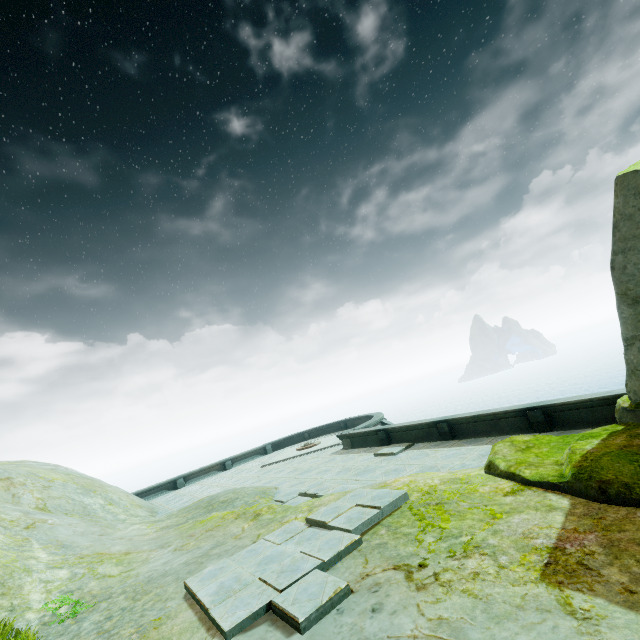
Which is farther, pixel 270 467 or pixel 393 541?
pixel 270 467
